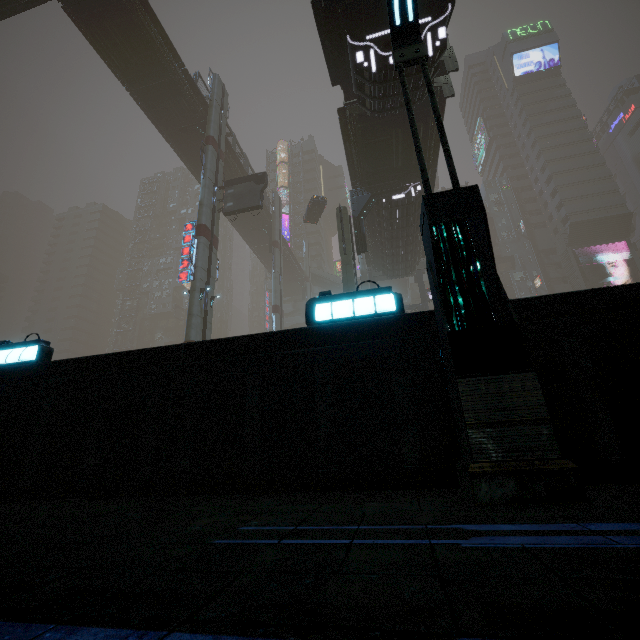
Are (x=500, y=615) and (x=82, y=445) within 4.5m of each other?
no

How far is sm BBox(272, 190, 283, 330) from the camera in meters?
37.5 m

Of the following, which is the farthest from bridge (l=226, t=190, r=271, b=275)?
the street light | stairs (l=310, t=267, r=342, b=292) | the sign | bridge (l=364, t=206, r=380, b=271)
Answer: the street light

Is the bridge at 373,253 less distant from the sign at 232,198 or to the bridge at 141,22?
the sign at 232,198

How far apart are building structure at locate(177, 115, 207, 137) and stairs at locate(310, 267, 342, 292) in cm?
3131

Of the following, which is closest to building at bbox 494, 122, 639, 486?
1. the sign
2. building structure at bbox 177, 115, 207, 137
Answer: the sign

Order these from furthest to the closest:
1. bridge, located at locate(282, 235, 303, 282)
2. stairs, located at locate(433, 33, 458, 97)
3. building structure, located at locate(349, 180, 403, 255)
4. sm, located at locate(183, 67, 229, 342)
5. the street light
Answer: bridge, located at locate(282, 235, 303, 282)
sm, located at locate(183, 67, 229, 342)
building structure, located at locate(349, 180, 403, 255)
stairs, located at locate(433, 33, 458, 97)
the street light

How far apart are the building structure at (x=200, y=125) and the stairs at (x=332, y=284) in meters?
31.3
